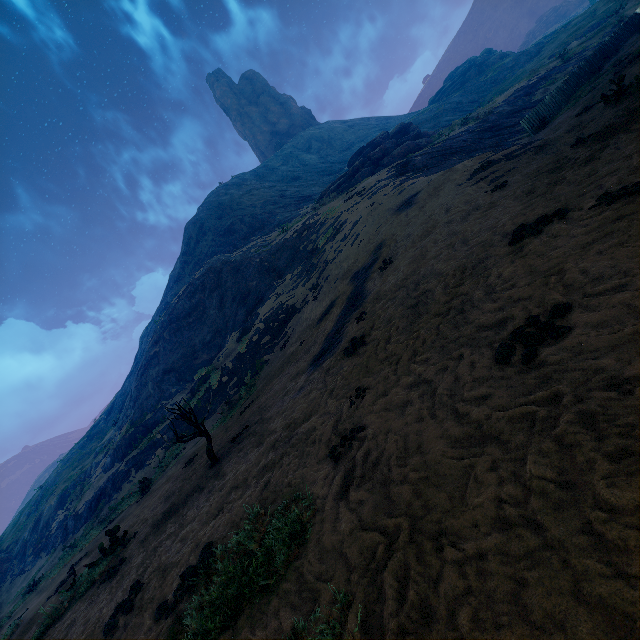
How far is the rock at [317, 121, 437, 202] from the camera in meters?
29.2 m

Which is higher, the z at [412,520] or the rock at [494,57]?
the rock at [494,57]

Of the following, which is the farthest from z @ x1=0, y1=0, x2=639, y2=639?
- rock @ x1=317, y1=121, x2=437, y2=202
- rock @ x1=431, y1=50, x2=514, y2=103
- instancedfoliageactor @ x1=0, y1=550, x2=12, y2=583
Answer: rock @ x1=431, y1=50, x2=514, y2=103

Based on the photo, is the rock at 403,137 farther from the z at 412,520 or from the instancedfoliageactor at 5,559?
the instancedfoliageactor at 5,559

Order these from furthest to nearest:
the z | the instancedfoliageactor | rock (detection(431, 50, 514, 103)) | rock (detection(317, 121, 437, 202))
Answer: rock (detection(431, 50, 514, 103)) < rock (detection(317, 121, 437, 202)) < the instancedfoliageactor < the z

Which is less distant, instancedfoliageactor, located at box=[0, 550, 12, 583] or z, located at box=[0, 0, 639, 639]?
z, located at box=[0, 0, 639, 639]

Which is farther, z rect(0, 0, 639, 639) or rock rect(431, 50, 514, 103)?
rock rect(431, 50, 514, 103)

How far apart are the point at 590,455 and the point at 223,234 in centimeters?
4199cm
